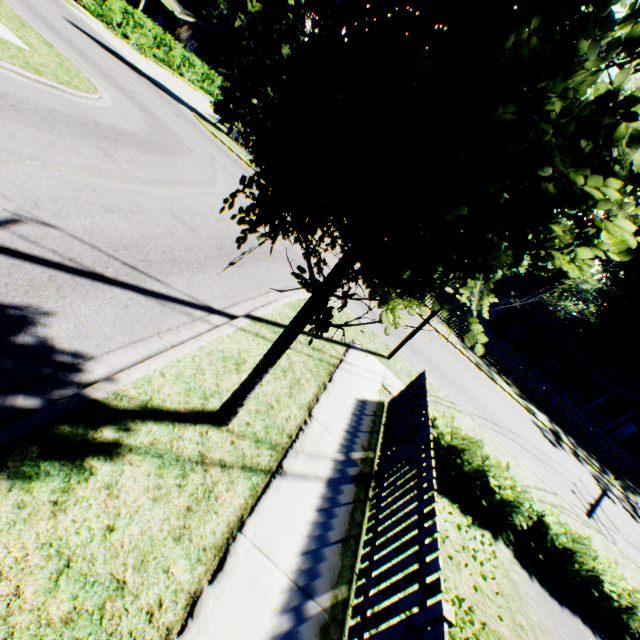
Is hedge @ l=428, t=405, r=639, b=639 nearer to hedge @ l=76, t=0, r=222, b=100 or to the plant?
the plant

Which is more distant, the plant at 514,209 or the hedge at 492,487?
the hedge at 492,487

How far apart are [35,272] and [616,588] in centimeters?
1163cm

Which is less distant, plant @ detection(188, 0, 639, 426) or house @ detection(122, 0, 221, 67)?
plant @ detection(188, 0, 639, 426)

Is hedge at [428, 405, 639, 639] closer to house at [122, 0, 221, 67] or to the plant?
the plant

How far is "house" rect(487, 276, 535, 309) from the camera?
33.4 meters

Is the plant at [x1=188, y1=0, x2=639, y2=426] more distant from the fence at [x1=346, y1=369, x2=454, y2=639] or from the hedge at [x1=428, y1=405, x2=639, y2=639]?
the hedge at [x1=428, y1=405, x2=639, y2=639]

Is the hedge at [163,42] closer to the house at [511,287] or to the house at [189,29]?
the house at [189,29]
